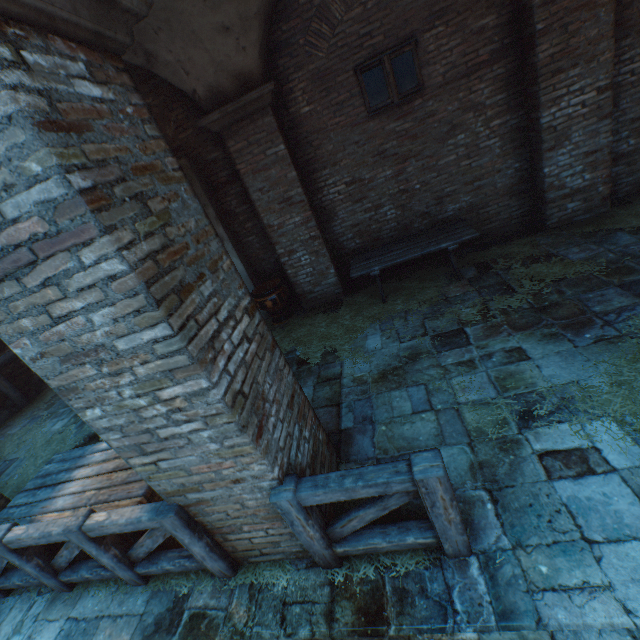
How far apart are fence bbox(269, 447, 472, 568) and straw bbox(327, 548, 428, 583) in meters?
0.0

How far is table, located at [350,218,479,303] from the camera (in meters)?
5.46

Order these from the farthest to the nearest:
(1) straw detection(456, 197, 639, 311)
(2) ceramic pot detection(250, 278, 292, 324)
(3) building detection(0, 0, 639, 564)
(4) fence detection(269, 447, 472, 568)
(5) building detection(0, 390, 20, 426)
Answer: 1. (5) building detection(0, 390, 20, 426)
2. (2) ceramic pot detection(250, 278, 292, 324)
3. (1) straw detection(456, 197, 639, 311)
4. (4) fence detection(269, 447, 472, 568)
5. (3) building detection(0, 0, 639, 564)

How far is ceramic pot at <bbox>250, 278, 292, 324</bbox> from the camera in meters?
6.7 m

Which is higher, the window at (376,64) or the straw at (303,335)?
the window at (376,64)

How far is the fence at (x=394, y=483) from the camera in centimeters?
201cm

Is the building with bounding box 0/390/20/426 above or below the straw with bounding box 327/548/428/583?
above

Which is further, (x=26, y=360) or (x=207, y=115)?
(x=207, y=115)
